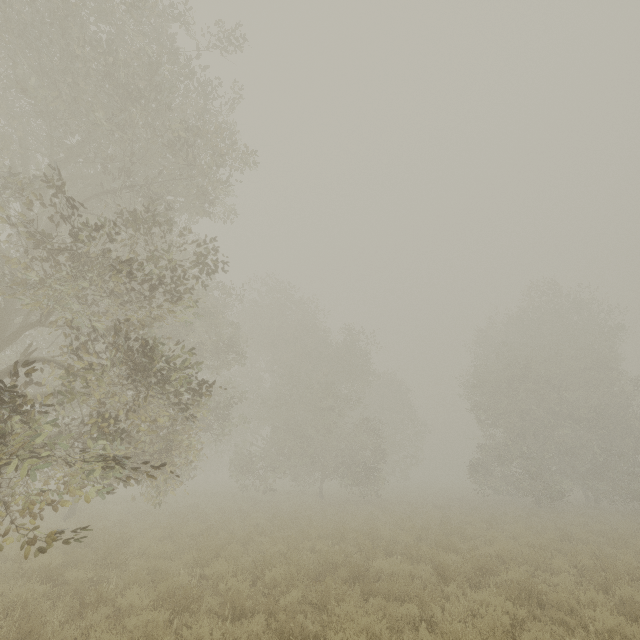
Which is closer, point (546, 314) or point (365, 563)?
point (365, 563)
